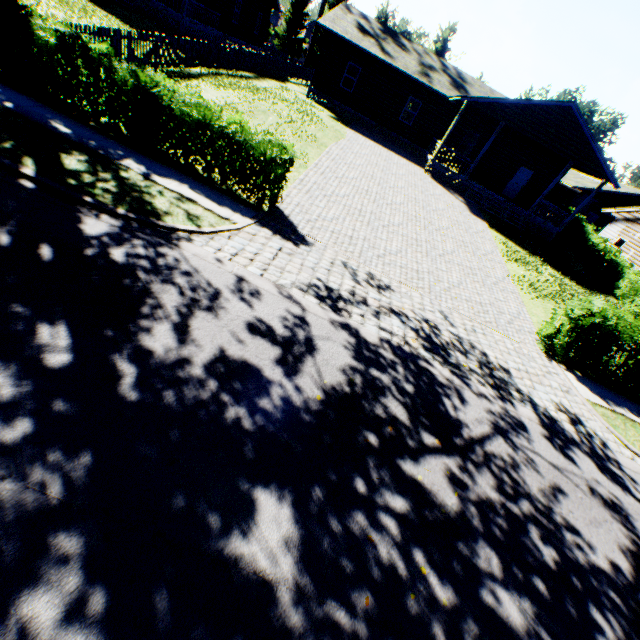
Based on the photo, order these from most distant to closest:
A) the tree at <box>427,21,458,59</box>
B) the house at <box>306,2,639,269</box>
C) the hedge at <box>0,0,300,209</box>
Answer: the tree at <box>427,21,458,59</box>, the house at <box>306,2,639,269</box>, the hedge at <box>0,0,300,209</box>

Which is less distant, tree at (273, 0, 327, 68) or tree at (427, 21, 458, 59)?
tree at (273, 0, 327, 68)

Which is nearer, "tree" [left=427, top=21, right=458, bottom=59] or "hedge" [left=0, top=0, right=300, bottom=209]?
"hedge" [left=0, top=0, right=300, bottom=209]

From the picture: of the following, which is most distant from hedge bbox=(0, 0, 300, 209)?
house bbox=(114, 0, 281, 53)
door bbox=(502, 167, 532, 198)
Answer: door bbox=(502, 167, 532, 198)

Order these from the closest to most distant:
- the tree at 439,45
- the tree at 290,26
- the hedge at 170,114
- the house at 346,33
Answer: the hedge at 170,114 < the house at 346,33 < the tree at 290,26 < the tree at 439,45

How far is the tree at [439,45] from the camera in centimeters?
4522cm

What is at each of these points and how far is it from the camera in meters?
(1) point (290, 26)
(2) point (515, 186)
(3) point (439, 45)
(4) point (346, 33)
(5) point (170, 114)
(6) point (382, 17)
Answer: (1) tree, 47.0
(2) door, 25.3
(3) tree, 45.9
(4) house, 21.6
(5) hedge, 8.3
(6) tree, 46.3

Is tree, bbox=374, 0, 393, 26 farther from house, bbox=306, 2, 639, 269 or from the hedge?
the hedge
